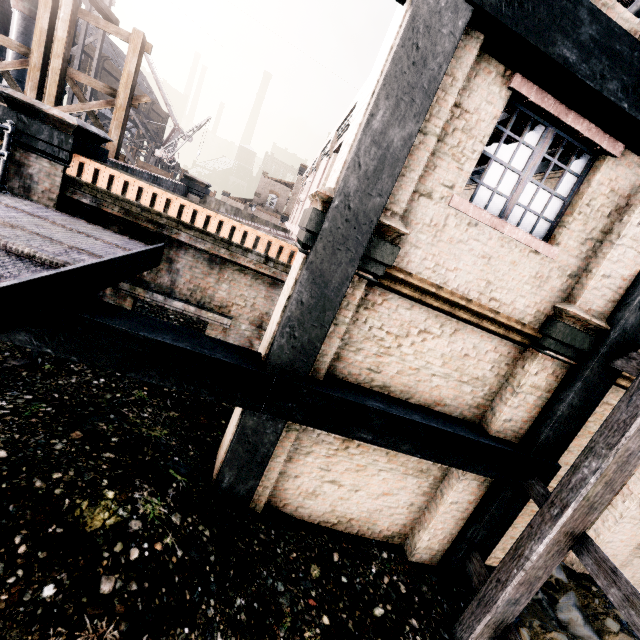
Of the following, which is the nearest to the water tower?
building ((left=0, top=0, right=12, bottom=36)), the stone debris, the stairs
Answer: building ((left=0, top=0, right=12, bottom=36))

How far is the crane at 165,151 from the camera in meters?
38.9

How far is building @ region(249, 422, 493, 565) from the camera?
6.29m

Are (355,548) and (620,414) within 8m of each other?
yes

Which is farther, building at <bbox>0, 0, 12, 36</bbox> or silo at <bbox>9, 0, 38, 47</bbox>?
building at <bbox>0, 0, 12, 36</bbox>

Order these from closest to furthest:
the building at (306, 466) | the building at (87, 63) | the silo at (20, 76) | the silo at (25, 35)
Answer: the building at (306, 466) < the silo at (25, 35) < the silo at (20, 76) < the building at (87, 63)

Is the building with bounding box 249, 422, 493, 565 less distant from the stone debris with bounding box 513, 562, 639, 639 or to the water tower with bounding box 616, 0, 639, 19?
the stone debris with bounding box 513, 562, 639, 639
